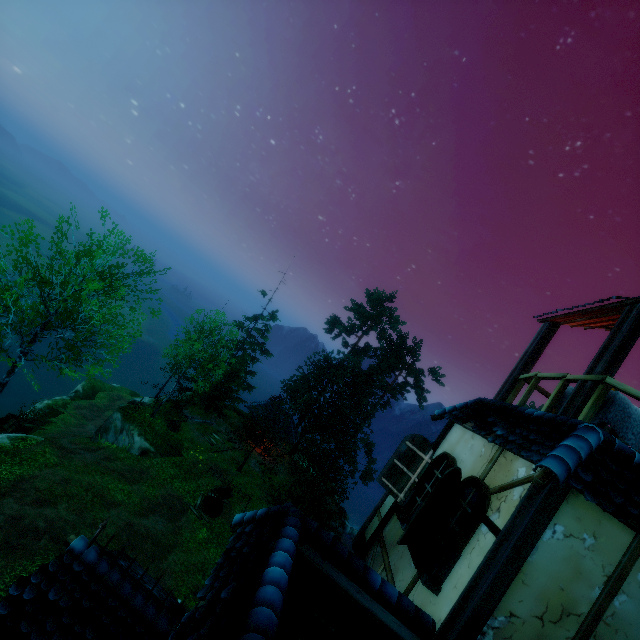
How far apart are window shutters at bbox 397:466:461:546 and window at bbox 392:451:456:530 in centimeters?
57cm

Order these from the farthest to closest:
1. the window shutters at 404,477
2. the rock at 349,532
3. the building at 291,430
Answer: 1. the building at 291,430
2. the rock at 349,532
3. the window shutters at 404,477

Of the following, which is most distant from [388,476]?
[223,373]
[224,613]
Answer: [223,373]

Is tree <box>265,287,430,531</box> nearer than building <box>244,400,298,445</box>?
Yes

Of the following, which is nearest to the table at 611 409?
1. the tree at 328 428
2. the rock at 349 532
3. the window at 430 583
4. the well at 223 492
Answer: the window at 430 583

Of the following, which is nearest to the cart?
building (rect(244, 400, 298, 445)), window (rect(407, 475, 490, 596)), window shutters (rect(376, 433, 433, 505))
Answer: building (rect(244, 400, 298, 445))

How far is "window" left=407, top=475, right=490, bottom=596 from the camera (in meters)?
4.36

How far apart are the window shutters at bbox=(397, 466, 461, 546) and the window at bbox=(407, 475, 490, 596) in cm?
1
